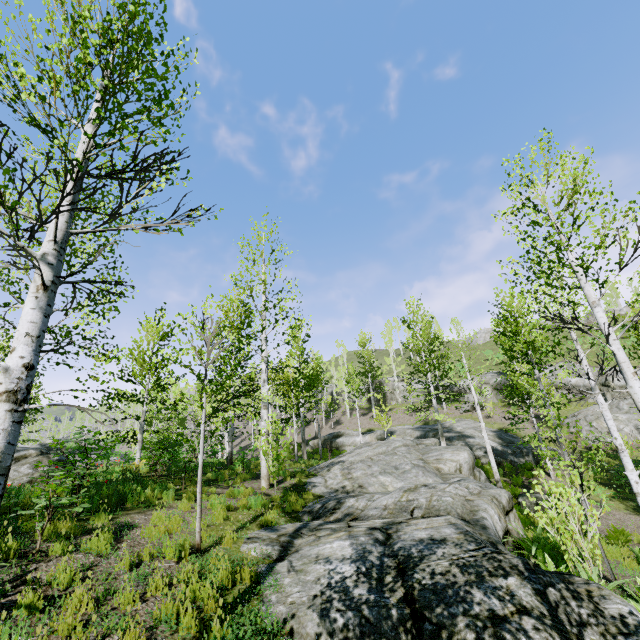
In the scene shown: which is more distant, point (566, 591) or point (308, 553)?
point (308, 553)

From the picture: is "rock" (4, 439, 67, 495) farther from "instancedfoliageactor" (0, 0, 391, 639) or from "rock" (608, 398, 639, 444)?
"rock" (608, 398, 639, 444)

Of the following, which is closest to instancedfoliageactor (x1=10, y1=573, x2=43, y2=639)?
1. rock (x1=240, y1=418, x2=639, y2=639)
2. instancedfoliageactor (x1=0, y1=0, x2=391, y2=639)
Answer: rock (x1=240, y1=418, x2=639, y2=639)

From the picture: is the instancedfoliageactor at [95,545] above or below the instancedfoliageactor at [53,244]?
below

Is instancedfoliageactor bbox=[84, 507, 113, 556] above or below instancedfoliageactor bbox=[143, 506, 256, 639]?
above

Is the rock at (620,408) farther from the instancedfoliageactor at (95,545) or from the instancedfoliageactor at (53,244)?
the instancedfoliageactor at (53,244)

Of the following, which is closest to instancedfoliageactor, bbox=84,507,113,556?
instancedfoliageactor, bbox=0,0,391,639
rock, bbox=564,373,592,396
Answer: instancedfoliageactor, bbox=0,0,391,639

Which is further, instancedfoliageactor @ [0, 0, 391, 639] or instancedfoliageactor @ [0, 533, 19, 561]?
instancedfoliageactor @ [0, 533, 19, 561]
